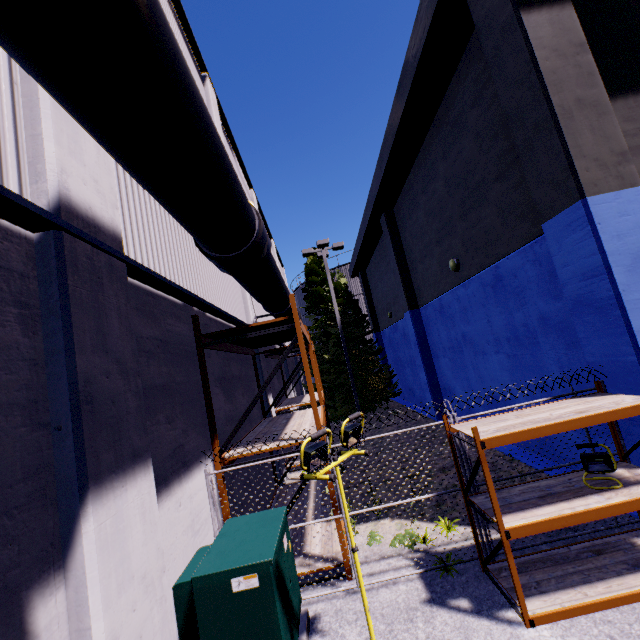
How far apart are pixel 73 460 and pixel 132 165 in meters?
2.6

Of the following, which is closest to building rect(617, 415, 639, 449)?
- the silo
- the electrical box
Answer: the electrical box

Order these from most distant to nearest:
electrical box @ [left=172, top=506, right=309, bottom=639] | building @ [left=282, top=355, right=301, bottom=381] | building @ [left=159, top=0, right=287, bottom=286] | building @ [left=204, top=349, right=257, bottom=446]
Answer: building @ [left=282, top=355, right=301, bottom=381], building @ [left=159, top=0, right=287, bottom=286], building @ [left=204, top=349, right=257, bottom=446], electrical box @ [left=172, top=506, right=309, bottom=639]

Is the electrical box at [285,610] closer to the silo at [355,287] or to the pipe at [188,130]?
the pipe at [188,130]

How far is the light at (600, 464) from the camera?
4.3m

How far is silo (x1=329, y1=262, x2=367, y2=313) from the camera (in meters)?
28.61

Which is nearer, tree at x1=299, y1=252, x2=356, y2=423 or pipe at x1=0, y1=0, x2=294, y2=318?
pipe at x1=0, y1=0, x2=294, y2=318

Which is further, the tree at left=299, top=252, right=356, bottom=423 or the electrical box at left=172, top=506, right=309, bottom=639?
the tree at left=299, top=252, right=356, bottom=423
